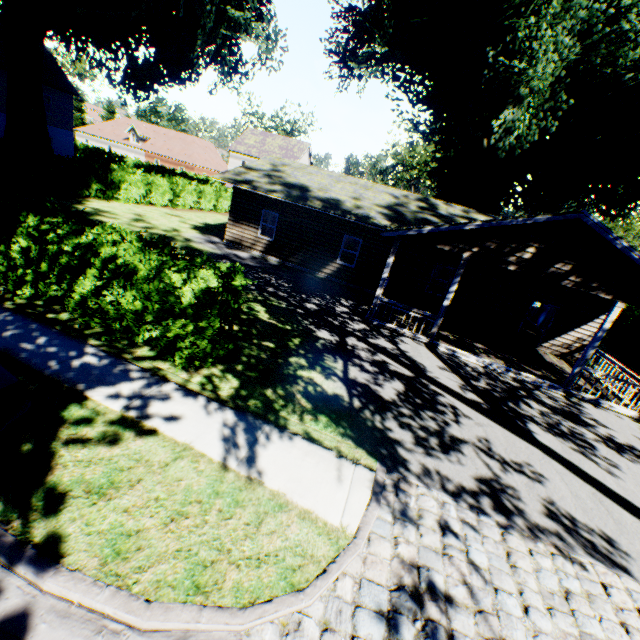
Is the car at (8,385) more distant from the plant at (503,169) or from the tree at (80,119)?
the tree at (80,119)

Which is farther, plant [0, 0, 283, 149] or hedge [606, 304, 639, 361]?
hedge [606, 304, 639, 361]

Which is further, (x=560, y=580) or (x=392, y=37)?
(x=392, y=37)

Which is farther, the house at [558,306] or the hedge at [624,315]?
the hedge at [624,315]

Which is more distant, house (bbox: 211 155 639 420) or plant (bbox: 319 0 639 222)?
plant (bbox: 319 0 639 222)

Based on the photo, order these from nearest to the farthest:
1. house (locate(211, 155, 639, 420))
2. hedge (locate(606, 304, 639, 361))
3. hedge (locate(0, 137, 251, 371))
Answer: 1. hedge (locate(0, 137, 251, 371))
2. house (locate(211, 155, 639, 420))
3. hedge (locate(606, 304, 639, 361))

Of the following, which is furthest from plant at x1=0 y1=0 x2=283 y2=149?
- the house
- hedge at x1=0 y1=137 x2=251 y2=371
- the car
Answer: the car

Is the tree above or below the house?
above
